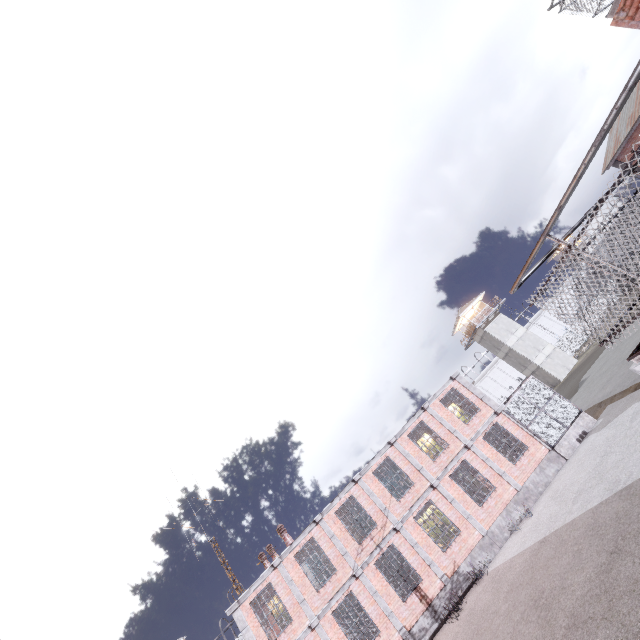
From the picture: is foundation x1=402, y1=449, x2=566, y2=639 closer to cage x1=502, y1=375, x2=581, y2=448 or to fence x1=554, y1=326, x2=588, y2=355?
cage x1=502, y1=375, x2=581, y2=448

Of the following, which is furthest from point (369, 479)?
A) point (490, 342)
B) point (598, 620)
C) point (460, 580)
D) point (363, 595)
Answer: point (490, 342)

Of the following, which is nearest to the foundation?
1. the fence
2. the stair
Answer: the stair

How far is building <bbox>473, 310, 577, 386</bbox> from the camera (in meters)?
42.59

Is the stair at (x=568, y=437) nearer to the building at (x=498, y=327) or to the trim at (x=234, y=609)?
the trim at (x=234, y=609)

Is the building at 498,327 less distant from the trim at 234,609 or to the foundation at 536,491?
the trim at 234,609

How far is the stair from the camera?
17.5m

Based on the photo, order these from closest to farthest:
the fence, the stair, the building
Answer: the stair, the building, the fence
